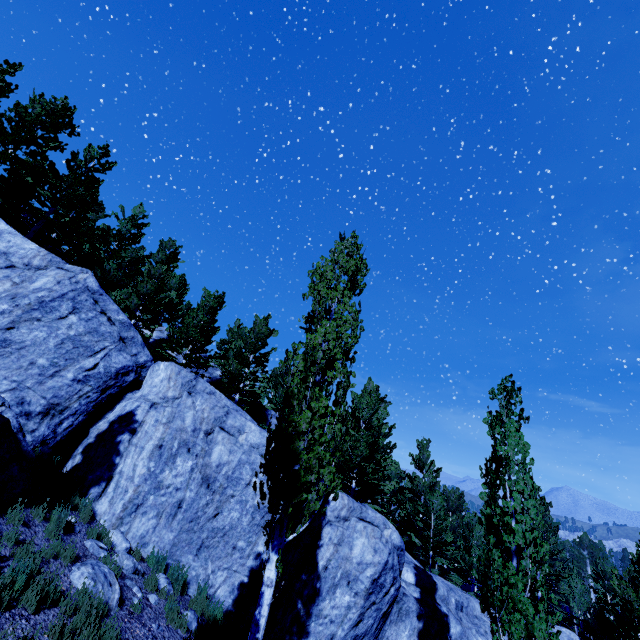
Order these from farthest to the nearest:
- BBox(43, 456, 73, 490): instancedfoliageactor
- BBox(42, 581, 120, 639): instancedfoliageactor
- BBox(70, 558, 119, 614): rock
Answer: BBox(43, 456, 73, 490): instancedfoliageactor < BBox(70, 558, 119, 614): rock < BBox(42, 581, 120, 639): instancedfoliageactor

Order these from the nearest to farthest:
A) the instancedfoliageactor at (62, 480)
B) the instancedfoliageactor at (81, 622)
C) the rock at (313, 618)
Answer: the instancedfoliageactor at (81, 622) < the instancedfoliageactor at (62, 480) < the rock at (313, 618)

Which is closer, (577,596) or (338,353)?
(338,353)

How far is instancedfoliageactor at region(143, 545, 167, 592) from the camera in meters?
7.8

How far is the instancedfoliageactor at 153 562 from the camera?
7.8m

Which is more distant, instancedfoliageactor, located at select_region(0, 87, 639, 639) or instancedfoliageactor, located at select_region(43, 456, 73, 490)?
instancedfoliageactor, located at select_region(43, 456, 73, 490)
